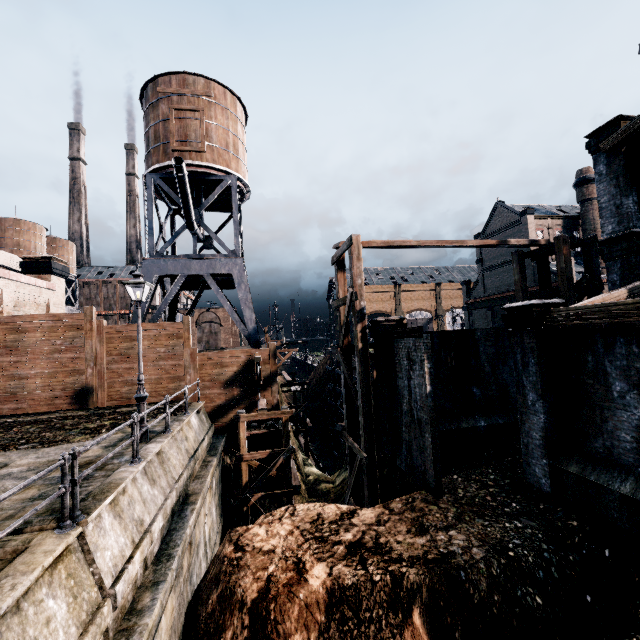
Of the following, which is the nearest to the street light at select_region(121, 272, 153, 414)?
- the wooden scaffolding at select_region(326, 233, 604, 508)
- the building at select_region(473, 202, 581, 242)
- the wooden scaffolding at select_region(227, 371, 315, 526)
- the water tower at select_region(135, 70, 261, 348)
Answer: the wooden scaffolding at select_region(227, 371, 315, 526)

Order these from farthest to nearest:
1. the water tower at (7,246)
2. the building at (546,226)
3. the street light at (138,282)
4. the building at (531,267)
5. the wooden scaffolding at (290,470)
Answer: the water tower at (7,246) → the building at (546,226) → the building at (531,267) → the wooden scaffolding at (290,470) → the street light at (138,282)

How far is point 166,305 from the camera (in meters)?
21.80

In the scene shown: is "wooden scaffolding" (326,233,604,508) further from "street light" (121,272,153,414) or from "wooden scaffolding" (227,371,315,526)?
"street light" (121,272,153,414)

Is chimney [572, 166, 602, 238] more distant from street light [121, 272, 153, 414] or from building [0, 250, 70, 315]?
building [0, 250, 70, 315]

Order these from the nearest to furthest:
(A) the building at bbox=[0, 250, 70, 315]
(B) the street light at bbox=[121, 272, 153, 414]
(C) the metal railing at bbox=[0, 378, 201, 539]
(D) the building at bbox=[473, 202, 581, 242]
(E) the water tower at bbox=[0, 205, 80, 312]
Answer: (C) the metal railing at bbox=[0, 378, 201, 539] < (B) the street light at bbox=[121, 272, 153, 414] < (A) the building at bbox=[0, 250, 70, 315] < (D) the building at bbox=[473, 202, 581, 242] < (E) the water tower at bbox=[0, 205, 80, 312]

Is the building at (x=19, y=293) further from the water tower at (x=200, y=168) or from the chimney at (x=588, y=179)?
the chimney at (x=588, y=179)

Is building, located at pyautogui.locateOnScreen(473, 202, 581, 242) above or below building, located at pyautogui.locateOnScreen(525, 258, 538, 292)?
above
